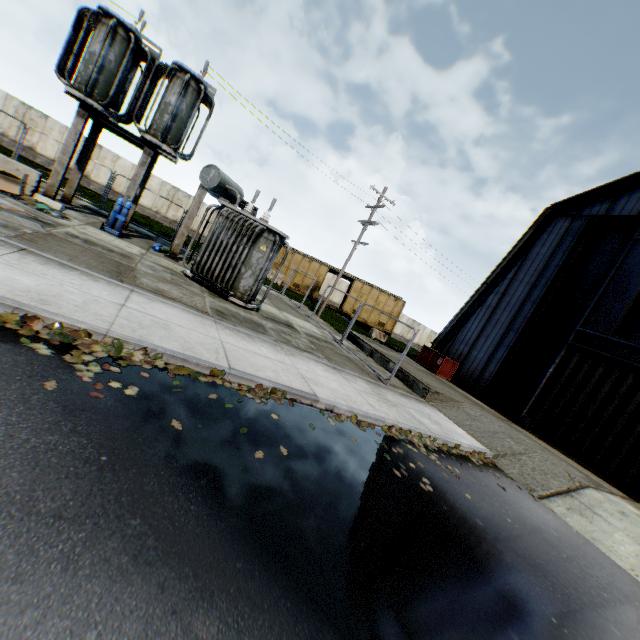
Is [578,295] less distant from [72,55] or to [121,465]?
[121,465]

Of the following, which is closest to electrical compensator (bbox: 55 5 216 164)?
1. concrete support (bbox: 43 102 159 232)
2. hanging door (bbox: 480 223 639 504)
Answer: concrete support (bbox: 43 102 159 232)

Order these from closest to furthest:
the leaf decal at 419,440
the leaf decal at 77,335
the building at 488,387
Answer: the leaf decal at 77,335 → the leaf decal at 419,440 → the building at 488,387

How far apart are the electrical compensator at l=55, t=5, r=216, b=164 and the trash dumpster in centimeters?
1762cm

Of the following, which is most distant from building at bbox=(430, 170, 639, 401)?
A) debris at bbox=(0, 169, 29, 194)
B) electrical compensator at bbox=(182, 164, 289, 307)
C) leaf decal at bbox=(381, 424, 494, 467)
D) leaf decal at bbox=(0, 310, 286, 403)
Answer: debris at bbox=(0, 169, 29, 194)

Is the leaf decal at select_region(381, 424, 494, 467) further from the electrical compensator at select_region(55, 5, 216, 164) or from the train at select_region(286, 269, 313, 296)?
the train at select_region(286, 269, 313, 296)

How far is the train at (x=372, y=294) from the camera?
29.3m

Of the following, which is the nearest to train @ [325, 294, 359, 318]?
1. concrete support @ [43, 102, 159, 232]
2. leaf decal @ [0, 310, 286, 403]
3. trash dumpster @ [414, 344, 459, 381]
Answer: trash dumpster @ [414, 344, 459, 381]
